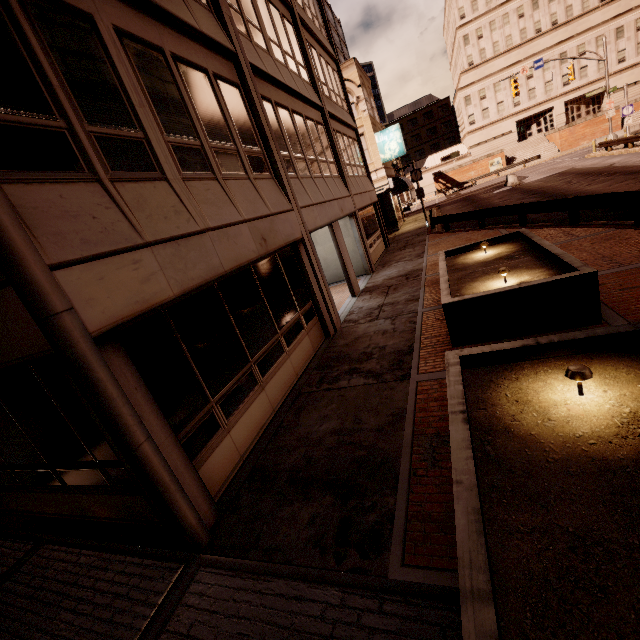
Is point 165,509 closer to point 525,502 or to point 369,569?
point 369,569

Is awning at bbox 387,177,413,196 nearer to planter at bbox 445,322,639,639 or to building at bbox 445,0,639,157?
planter at bbox 445,322,639,639

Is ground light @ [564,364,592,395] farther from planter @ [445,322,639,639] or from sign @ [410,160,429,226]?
sign @ [410,160,429,226]

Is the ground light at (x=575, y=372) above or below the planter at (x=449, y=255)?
above

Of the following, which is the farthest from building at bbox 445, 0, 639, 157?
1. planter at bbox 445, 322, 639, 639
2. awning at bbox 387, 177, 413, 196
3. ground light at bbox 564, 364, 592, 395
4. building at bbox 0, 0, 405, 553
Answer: ground light at bbox 564, 364, 592, 395

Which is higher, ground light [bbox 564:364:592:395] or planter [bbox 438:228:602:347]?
ground light [bbox 564:364:592:395]

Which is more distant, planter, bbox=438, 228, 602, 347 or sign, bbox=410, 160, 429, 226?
sign, bbox=410, 160, 429, 226

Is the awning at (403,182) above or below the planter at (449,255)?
above
